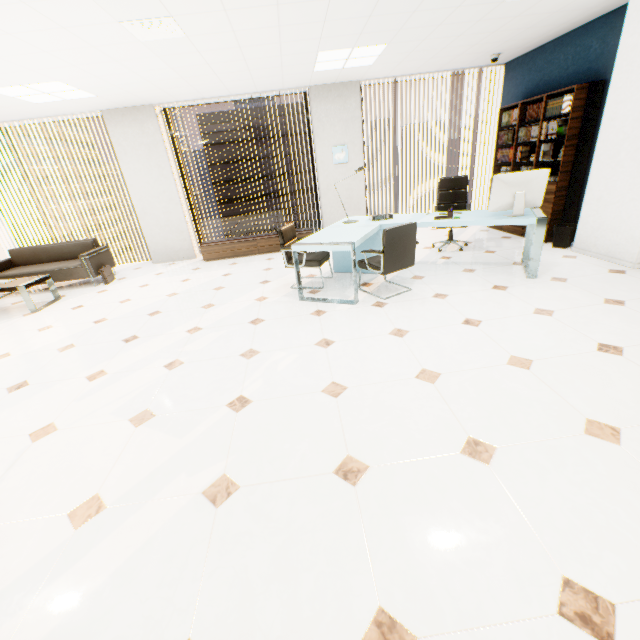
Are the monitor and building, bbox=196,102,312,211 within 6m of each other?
no

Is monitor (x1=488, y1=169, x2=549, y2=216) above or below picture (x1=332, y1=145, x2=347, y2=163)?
below

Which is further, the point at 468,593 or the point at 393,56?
the point at 393,56

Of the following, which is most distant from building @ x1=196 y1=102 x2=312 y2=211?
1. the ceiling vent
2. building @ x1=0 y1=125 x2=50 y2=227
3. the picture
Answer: the ceiling vent

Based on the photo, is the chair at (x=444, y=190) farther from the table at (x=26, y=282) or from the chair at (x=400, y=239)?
the table at (x=26, y=282)

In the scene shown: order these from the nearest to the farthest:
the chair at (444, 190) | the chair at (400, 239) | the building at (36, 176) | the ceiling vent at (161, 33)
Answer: the ceiling vent at (161, 33) < the chair at (400, 239) < the chair at (444, 190) < the building at (36, 176)

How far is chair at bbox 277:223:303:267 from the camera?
4.4m

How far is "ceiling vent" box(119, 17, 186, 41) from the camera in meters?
3.0 m
